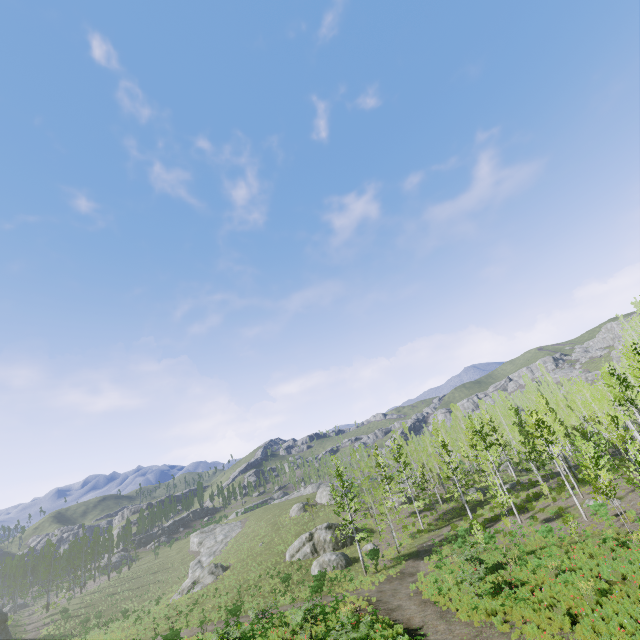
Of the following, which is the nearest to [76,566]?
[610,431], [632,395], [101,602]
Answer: [101,602]
